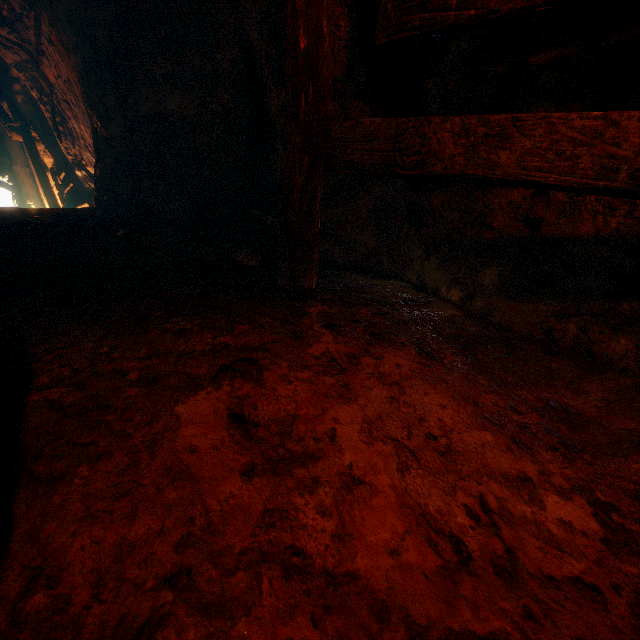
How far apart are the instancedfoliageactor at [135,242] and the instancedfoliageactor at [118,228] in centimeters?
72cm

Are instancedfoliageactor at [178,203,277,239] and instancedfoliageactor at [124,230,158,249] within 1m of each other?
yes

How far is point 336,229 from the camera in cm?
286

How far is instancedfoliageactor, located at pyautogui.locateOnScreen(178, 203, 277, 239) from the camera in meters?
3.1

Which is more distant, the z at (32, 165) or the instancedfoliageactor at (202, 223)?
the z at (32, 165)

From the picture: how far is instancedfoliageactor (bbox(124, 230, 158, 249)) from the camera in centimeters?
292cm

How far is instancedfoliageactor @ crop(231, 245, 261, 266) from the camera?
2.8m

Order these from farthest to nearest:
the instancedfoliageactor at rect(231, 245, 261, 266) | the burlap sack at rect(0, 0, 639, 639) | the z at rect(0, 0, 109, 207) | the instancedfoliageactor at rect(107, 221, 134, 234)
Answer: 1. the z at rect(0, 0, 109, 207)
2. the instancedfoliageactor at rect(107, 221, 134, 234)
3. the instancedfoliageactor at rect(231, 245, 261, 266)
4. the burlap sack at rect(0, 0, 639, 639)
